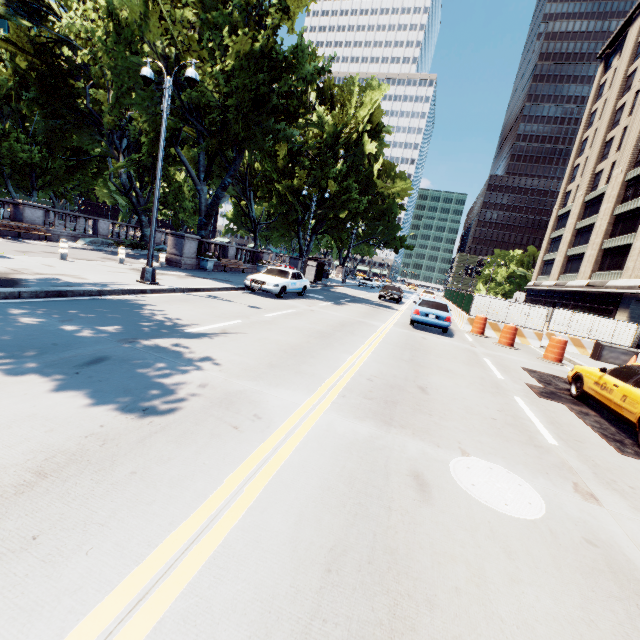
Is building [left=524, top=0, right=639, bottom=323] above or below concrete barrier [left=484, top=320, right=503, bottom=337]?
above

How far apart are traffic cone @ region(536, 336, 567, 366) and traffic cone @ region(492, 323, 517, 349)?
0.99m

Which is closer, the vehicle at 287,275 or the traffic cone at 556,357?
the traffic cone at 556,357

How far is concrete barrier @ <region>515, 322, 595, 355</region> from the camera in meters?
17.0

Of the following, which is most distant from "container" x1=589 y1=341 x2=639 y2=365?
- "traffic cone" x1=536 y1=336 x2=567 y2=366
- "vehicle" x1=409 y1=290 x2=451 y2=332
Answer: "vehicle" x1=409 y1=290 x2=451 y2=332

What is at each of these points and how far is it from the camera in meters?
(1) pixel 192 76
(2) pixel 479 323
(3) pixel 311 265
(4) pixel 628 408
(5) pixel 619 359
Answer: (1) light, 10.3 m
(2) traffic cone, 17.3 m
(3) bus stop, 28.8 m
(4) vehicle, 6.2 m
(5) container, 15.4 m

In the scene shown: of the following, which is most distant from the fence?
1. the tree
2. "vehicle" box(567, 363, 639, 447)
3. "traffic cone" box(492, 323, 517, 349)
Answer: the tree

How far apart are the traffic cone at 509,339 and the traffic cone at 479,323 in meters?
1.1
